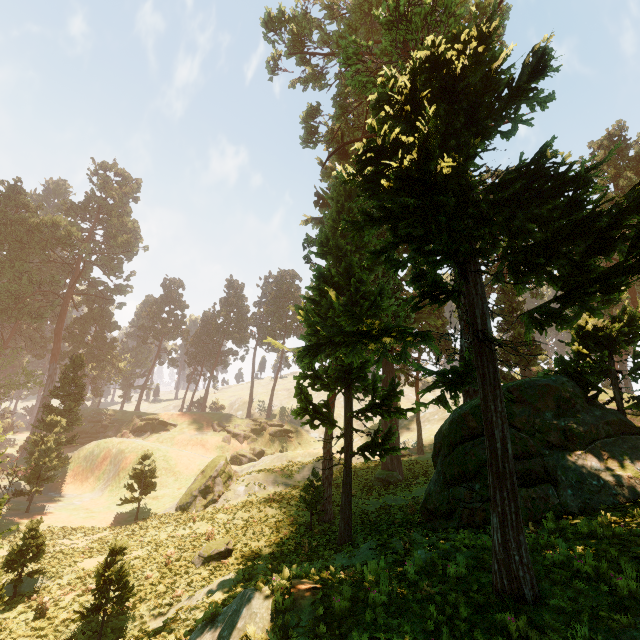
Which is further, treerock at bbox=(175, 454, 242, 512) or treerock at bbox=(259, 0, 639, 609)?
treerock at bbox=(175, 454, 242, 512)

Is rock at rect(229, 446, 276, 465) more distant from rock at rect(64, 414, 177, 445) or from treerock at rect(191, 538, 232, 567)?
treerock at rect(191, 538, 232, 567)

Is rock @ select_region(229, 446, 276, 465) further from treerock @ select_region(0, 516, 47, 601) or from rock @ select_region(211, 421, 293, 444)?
treerock @ select_region(0, 516, 47, 601)

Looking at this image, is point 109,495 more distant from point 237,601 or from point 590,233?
point 590,233

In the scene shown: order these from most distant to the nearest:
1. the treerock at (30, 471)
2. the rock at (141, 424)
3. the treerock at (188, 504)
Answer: the rock at (141, 424)
the treerock at (30, 471)
the treerock at (188, 504)

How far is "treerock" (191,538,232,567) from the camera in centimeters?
1742cm

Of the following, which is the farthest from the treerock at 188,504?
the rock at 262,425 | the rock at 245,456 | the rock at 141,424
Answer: the rock at 245,456
